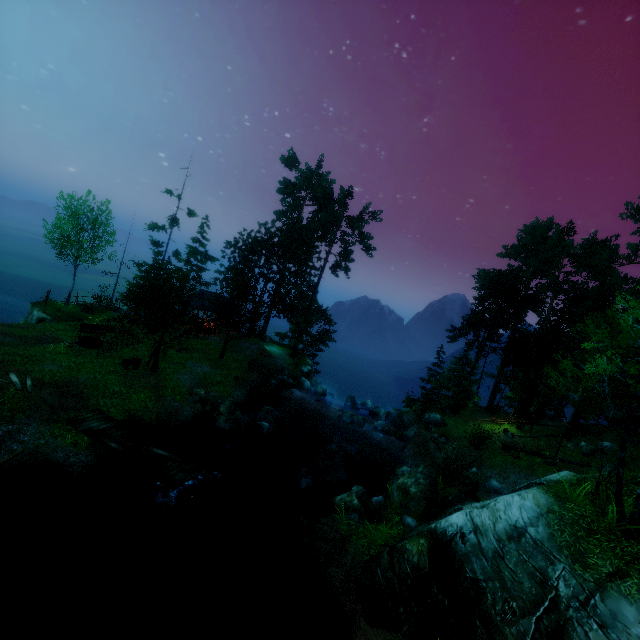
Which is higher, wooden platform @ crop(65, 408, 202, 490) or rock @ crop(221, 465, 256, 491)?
wooden platform @ crop(65, 408, 202, 490)

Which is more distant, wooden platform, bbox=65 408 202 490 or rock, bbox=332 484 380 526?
rock, bbox=332 484 380 526

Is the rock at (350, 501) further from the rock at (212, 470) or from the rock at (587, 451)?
the rock at (587, 451)

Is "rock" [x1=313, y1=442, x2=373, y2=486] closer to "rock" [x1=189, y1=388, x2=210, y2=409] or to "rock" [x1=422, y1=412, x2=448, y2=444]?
"rock" [x1=422, y1=412, x2=448, y2=444]

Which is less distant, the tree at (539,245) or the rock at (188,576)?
the tree at (539,245)

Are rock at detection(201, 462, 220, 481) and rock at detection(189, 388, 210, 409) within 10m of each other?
yes

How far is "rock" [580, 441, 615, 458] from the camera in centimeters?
2452cm

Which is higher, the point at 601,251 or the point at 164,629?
the point at 601,251
